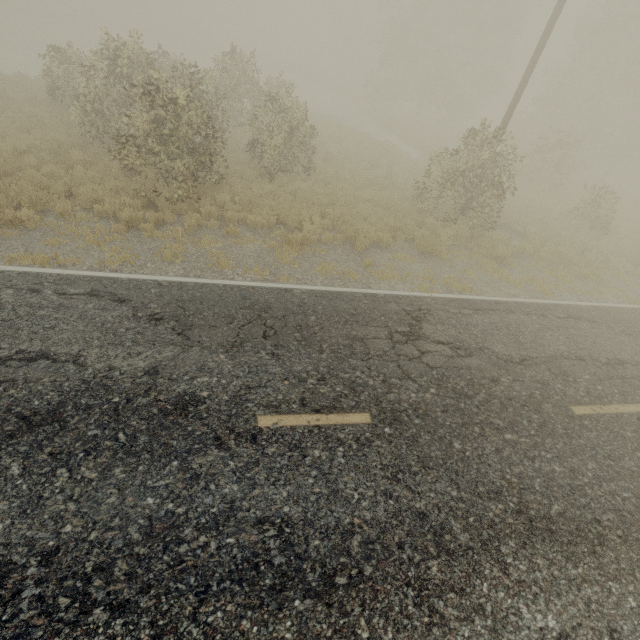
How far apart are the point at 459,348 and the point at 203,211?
8.1m

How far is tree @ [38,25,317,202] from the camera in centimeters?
902cm

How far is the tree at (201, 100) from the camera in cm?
902
